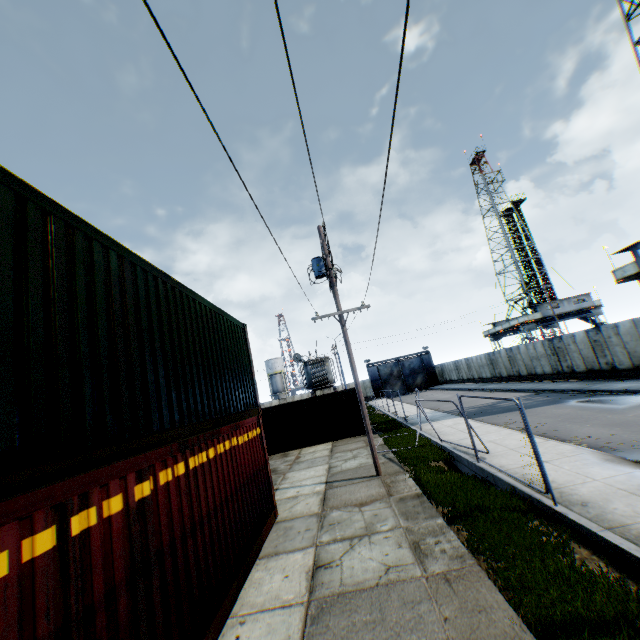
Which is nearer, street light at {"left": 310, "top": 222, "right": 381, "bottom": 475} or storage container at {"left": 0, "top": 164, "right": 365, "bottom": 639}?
storage container at {"left": 0, "top": 164, "right": 365, "bottom": 639}

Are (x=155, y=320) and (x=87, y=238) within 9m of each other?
yes

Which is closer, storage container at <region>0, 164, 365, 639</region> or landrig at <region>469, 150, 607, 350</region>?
storage container at <region>0, 164, 365, 639</region>

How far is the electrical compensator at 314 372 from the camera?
30.8m

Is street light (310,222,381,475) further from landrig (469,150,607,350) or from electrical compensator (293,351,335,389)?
landrig (469,150,607,350)

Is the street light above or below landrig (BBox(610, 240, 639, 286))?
above

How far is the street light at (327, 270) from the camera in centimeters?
1153cm

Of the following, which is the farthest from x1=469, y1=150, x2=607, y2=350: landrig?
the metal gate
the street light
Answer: the street light
